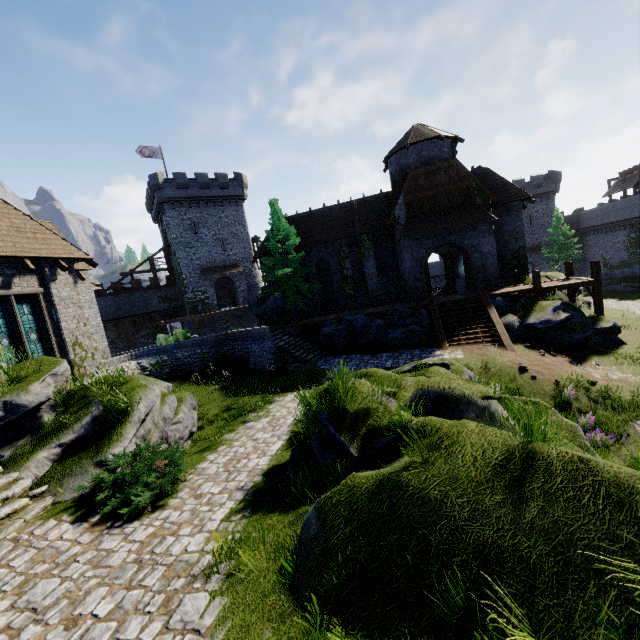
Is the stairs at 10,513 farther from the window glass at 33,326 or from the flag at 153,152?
the flag at 153,152

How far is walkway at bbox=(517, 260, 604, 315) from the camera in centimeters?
1828cm

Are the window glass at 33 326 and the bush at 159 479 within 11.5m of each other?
yes

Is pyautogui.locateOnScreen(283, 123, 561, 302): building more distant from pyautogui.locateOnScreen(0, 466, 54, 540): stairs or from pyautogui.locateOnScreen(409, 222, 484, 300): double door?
pyautogui.locateOnScreen(0, 466, 54, 540): stairs

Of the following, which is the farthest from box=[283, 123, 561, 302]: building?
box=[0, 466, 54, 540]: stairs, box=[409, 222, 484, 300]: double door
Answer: box=[0, 466, 54, 540]: stairs

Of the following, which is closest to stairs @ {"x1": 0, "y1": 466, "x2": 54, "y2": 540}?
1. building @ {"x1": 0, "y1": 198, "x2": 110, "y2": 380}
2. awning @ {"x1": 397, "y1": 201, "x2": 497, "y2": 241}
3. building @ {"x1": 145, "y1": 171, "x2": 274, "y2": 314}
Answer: building @ {"x1": 0, "y1": 198, "x2": 110, "y2": 380}

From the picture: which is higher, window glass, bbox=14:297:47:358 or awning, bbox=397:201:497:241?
awning, bbox=397:201:497:241

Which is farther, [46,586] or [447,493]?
[46,586]
